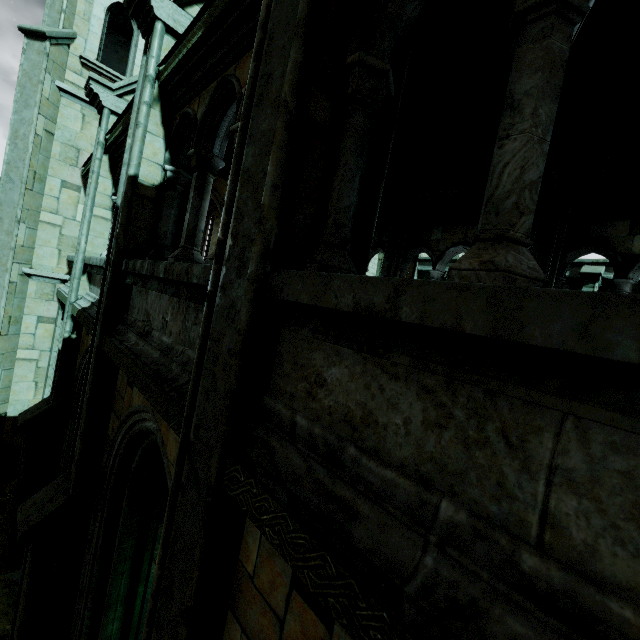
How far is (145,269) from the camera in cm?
326

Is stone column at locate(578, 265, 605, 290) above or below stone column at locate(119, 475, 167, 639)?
above

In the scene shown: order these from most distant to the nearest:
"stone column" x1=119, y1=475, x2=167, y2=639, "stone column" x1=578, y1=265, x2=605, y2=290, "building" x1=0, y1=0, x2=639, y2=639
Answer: "stone column" x1=578, y1=265, x2=605, y2=290 < "stone column" x1=119, y1=475, x2=167, y2=639 < "building" x1=0, y1=0, x2=639, y2=639

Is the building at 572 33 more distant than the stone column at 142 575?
No

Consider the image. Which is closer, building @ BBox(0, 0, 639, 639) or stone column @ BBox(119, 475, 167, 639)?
building @ BBox(0, 0, 639, 639)

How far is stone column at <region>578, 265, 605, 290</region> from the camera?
13.5 meters

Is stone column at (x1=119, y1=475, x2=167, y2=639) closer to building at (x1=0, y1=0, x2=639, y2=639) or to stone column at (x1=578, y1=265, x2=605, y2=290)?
building at (x1=0, y1=0, x2=639, y2=639)

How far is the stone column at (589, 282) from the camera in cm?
1352
